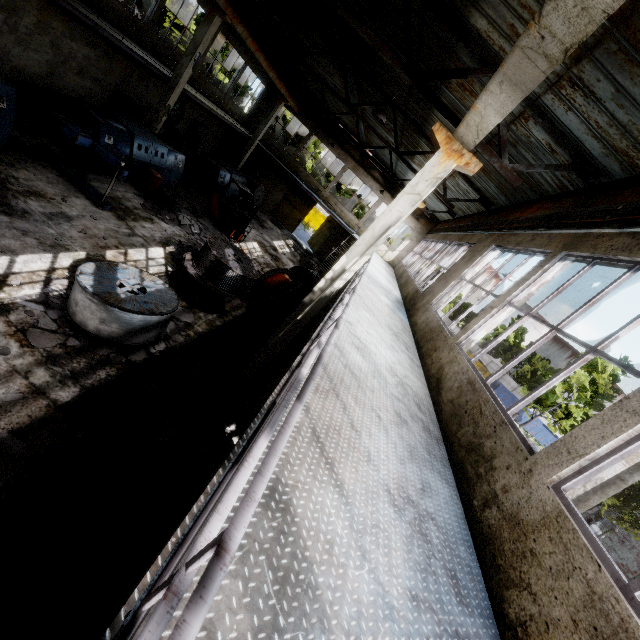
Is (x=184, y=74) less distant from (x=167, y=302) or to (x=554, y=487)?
(x=167, y=302)

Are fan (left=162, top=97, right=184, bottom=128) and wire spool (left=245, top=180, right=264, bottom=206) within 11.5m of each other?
yes

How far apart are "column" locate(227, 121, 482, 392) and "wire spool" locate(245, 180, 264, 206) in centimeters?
1782cm

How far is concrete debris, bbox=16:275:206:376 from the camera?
6.2 meters

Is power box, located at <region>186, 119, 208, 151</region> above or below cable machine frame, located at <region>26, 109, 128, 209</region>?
above

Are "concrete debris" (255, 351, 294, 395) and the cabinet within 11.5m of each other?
no

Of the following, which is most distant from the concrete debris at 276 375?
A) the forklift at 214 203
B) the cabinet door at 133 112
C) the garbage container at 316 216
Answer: the garbage container at 316 216

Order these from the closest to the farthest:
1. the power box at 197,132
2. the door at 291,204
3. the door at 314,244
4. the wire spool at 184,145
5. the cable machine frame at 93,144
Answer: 1. the cable machine frame at 93,144
2. the wire spool at 184,145
3. the power box at 197,132
4. the door at 291,204
5. the door at 314,244
